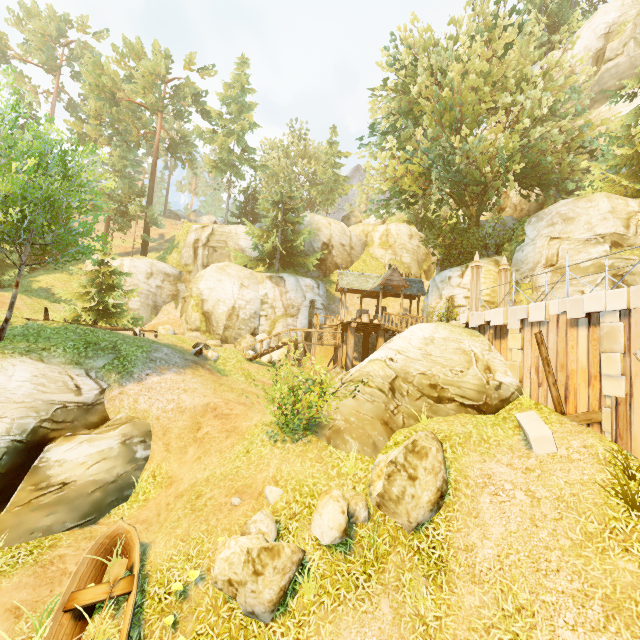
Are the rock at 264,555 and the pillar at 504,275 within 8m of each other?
no

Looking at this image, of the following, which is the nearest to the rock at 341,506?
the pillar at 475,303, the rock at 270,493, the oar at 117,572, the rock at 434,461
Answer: the rock at 434,461

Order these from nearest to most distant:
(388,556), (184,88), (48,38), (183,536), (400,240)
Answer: (388,556) → (183,536) → (400,240) → (184,88) → (48,38)

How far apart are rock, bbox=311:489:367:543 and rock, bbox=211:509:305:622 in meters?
0.4 m

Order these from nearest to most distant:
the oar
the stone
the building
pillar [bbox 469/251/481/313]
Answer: the oar
the stone
pillar [bbox 469/251/481/313]
the building

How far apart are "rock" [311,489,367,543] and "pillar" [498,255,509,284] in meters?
10.3

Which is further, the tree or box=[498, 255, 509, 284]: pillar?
box=[498, 255, 509, 284]: pillar

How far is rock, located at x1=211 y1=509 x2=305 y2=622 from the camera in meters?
6.3 m
